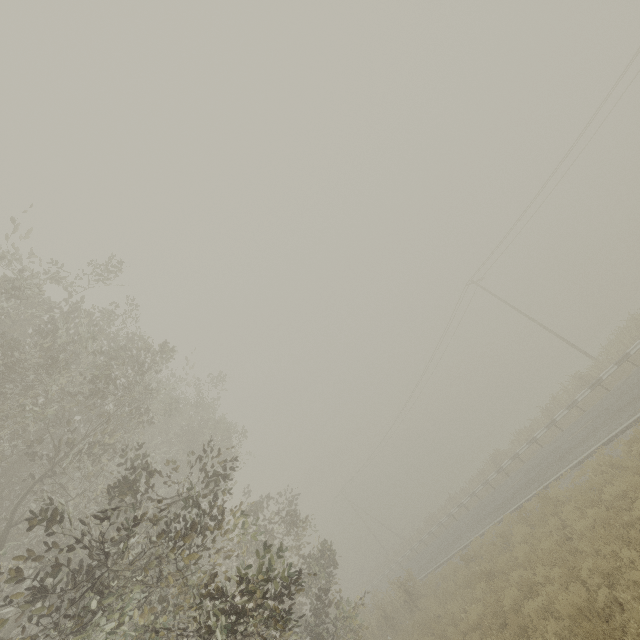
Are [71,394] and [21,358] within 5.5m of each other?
yes
